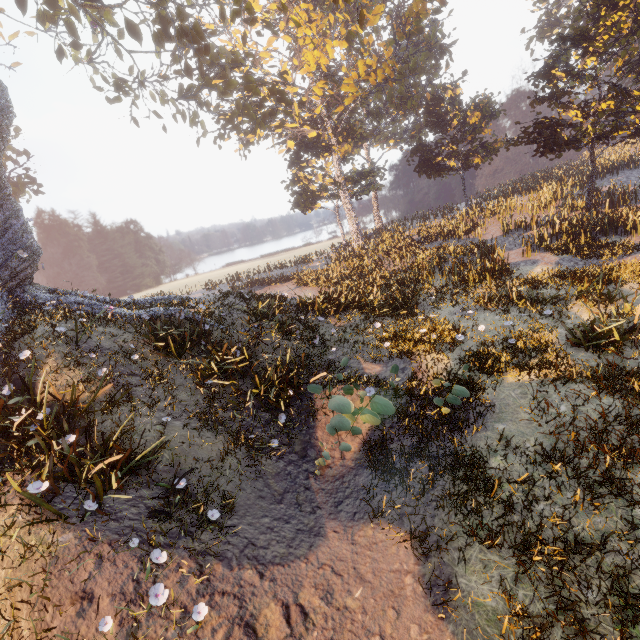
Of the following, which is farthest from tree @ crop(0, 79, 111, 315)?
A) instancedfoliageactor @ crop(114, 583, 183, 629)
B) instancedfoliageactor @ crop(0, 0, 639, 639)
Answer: instancedfoliageactor @ crop(114, 583, 183, 629)

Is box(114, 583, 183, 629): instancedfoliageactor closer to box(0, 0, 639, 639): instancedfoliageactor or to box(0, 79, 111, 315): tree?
box(0, 79, 111, 315): tree

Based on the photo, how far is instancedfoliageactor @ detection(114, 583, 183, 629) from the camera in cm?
437

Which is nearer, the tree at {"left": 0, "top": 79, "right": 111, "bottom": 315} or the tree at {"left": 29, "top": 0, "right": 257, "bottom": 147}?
the tree at {"left": 0, "top": 79, "right": 111, "bottom": 315}

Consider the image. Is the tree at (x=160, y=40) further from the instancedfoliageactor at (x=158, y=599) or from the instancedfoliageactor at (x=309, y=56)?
the instancedfoliageactor at (x=158, y=599)

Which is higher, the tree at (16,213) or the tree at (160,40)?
the tree at (160,40)

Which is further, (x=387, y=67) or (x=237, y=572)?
(x=387, y=67)
